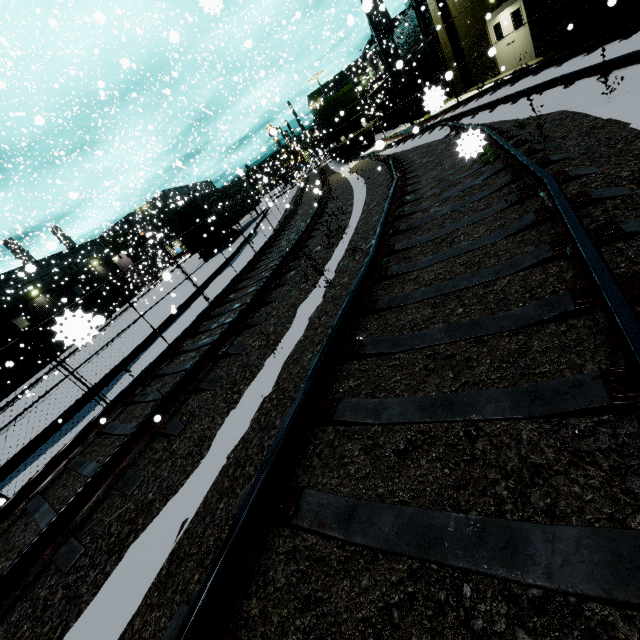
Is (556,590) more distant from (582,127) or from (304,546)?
(582,127)

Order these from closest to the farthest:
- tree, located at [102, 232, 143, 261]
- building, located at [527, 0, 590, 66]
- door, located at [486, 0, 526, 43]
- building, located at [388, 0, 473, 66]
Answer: building, located at [527, 0, 590, 66]
door, located at [486, 0, 526, 43]
building, located at [388, 0, 473, 66]
tree, located at [102, 232, 143, 261]

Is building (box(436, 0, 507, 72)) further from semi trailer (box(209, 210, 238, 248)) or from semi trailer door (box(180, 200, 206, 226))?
semi trailer door (box(180, 200, 206, 226))

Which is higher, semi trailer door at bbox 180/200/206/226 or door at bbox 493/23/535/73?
semi trailer door at bbox 180/200/206/226

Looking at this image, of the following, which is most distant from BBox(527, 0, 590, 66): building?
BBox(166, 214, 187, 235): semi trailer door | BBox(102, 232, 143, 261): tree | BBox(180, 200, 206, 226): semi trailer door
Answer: BBox(166, 214, 187, 235): semi trailer door

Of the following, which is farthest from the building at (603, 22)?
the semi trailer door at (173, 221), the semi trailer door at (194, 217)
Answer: the semi trailer door at (173, 221)

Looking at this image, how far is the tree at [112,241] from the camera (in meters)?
40.41

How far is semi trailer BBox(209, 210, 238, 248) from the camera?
21.50m
